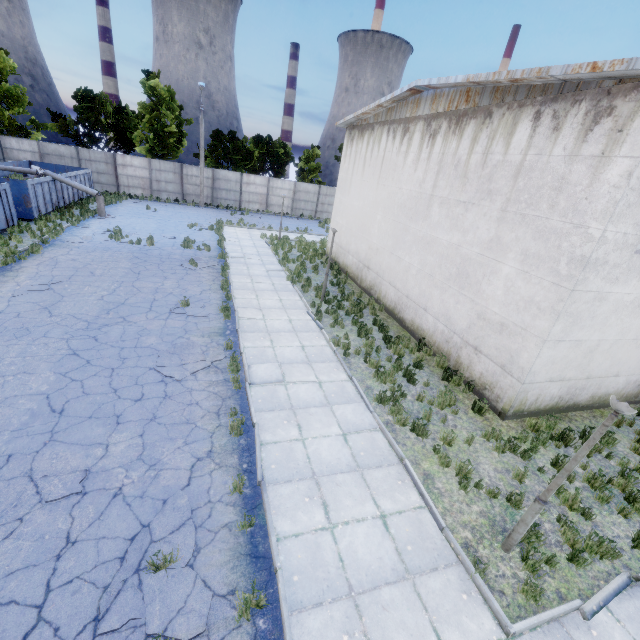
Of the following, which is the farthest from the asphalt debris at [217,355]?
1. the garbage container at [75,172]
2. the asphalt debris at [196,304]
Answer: the garbage container at [75,172]

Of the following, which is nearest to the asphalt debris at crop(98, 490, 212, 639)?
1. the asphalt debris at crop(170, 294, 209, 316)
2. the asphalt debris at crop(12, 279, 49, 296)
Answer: the asphalt debris at crop(170, 294, 209, 316)

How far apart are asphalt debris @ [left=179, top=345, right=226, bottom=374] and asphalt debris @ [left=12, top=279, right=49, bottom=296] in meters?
6.1 m

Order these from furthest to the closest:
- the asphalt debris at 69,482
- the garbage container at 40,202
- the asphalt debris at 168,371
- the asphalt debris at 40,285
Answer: the garbage container at 40,202
the asphalt debris at 40,285
the asphalt debris at 168,371
the asphalt debris at 69,482

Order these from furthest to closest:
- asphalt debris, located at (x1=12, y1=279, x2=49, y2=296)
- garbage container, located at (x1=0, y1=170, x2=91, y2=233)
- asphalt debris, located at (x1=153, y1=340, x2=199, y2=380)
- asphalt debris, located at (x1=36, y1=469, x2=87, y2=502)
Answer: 1. garbage container, located at (x1=0, y1=170, x2=91, y2=233)
2. asphalt debris, located at (x1=12, y1=279, x2=49, y2=296)
3. asphalt debris, located at (x1=153, y1=340, x2=199, y2=380)
4. asphalt debris, located at (x1=36, y1=469, x2=87, y2=502)

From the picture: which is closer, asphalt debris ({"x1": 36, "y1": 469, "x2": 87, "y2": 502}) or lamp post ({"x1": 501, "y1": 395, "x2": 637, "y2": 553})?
lamp post ({"x1": 501, "y1": 395, "x2": 637, "y2": 553})

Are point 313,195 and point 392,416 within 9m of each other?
no

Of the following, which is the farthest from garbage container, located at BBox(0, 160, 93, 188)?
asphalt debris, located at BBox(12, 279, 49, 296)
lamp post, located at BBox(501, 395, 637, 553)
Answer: lamp post, located at BBox(501, 395, 637, 553)
